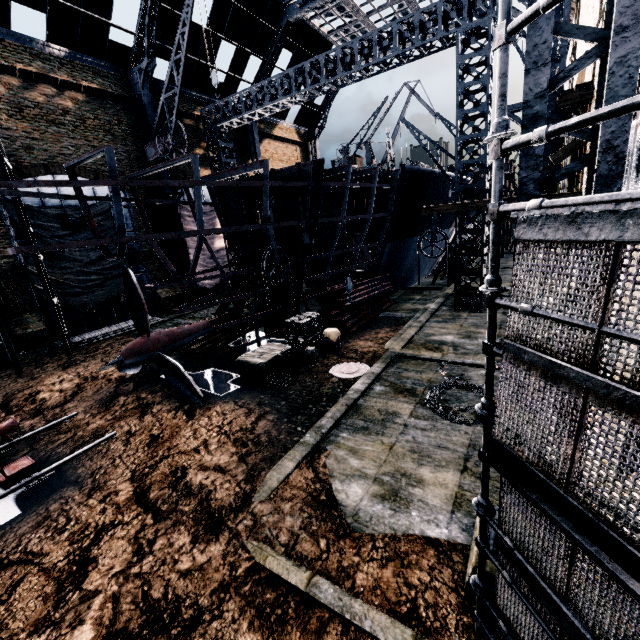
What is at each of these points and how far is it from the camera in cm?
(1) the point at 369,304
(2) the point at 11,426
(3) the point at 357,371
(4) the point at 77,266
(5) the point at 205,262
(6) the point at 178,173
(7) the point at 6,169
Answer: (1) wood pile, 2211
(2) rail car base, 918
(3) manhole cover, 1383
(4) cloth, 2158
(5) cloth, 3005
(6) building, 2881
(7) silo, 1488

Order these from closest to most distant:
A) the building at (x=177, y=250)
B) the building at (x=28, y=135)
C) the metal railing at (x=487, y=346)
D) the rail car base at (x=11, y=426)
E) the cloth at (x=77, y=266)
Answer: the metal railing at (x=487, y=346)
the rail car base at (x=11, y=426)
the building at (x=28, y=135)
the cloth at (x=77, y=266)
the building at (x=177, y=250)

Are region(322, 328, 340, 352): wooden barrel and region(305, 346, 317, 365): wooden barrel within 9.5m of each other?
yes

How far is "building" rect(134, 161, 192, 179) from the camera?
25.81m

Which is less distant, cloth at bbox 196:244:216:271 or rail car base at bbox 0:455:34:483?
rail car base at bbox 0:455:34:483

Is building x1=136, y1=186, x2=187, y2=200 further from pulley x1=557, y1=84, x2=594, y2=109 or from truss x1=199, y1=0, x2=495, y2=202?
truss x1=199, y1=0, x2=495, y2=202

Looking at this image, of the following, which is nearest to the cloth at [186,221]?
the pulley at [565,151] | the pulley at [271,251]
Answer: the pulley at [271,251]

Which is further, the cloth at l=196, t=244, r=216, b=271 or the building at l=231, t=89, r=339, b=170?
the building at l=231, t=89, r=339, b=170
